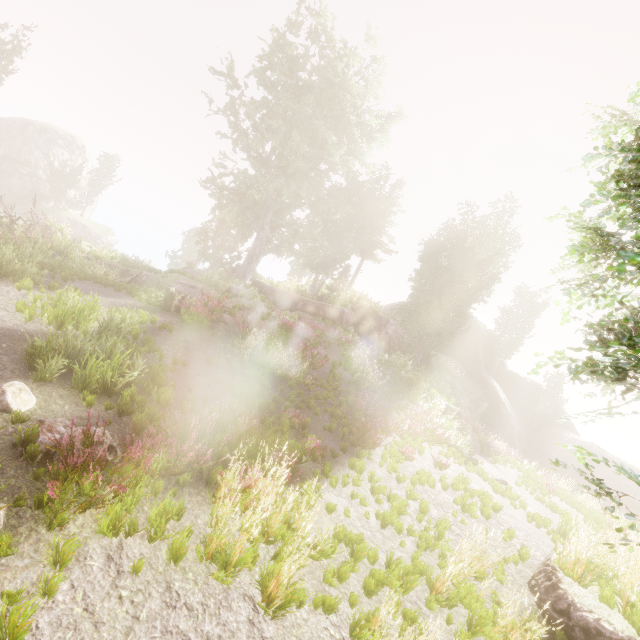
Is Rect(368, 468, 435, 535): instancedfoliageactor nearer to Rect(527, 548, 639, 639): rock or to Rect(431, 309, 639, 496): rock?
Rect(431, 309, 639, 496): rock

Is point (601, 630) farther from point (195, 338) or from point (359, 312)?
point (359, 312)

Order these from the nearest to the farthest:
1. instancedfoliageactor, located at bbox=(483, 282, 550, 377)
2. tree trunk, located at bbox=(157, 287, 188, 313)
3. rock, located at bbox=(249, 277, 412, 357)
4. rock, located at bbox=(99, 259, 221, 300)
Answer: tree trunk, located at bbox=(157, 287, 188, 313) < rock, located at bbox=(99, 259, 221, 300) < rock, located at bbox=(249, 277, 412, 357) < instancedfoliageactor, located at bbox=(483, 282, 550, 377)

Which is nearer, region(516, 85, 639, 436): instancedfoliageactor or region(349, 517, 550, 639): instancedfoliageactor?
region(516, 85, 639, 436): instancedfoliageactor

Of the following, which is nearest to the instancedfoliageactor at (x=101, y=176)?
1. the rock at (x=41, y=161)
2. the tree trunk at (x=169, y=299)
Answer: the rock at (x=41, y=161)

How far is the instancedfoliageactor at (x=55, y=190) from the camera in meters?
41.9 m

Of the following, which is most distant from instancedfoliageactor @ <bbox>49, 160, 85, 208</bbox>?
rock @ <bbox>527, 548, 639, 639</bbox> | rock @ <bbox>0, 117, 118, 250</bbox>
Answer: rock @ <bbox>527, 548, 639, 639</bbox>

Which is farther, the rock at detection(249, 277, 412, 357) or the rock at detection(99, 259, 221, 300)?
the rock at detection(249, 277, 412, 357)
